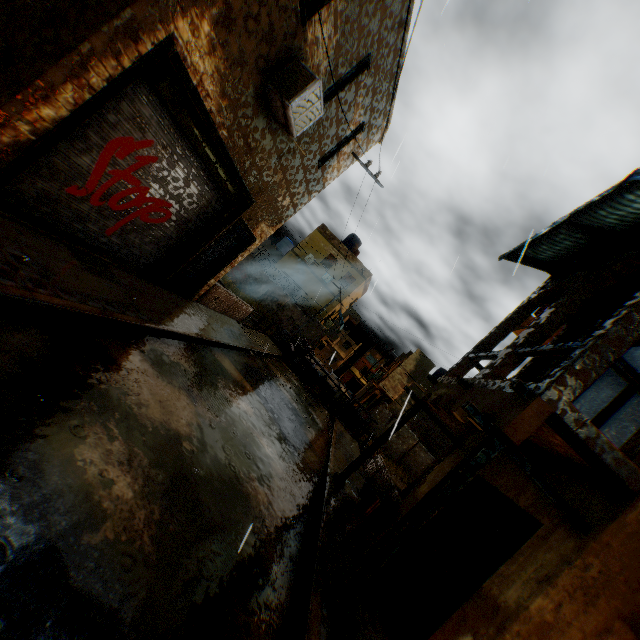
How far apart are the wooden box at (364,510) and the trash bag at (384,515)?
0.07m

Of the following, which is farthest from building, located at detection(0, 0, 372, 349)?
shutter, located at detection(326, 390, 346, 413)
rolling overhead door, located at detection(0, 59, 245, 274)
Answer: shutter, located at detection(326, 390, 346, 413)

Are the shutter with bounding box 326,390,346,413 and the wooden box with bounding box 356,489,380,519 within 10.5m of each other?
no

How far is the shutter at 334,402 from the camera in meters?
20.3 m

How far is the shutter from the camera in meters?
20.3

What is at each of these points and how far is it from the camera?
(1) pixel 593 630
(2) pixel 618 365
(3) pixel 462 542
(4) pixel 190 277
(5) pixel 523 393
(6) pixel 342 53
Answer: (1) building, 3.9 meters
(2) wooden beam, 4.3 meters
(3) wooden gate, 5.8 meters
(4) door, 9.5 meters
(5) wooden beam, 4.4 meters
(6) building, 6.7 meters

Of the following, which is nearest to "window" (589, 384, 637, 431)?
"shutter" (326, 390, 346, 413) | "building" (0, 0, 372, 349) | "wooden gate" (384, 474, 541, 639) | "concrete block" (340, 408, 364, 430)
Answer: "building" (0, 0, 372, 349)

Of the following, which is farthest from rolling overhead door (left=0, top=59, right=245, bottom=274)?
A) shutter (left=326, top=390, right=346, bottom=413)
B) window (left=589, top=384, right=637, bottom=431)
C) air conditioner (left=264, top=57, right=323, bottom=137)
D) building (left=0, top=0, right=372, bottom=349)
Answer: shutter (left=326, top=390, right=346, bottom=413)
